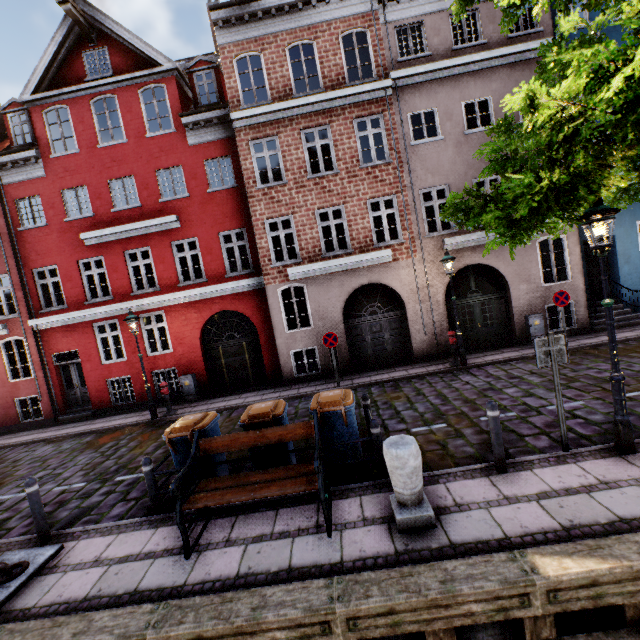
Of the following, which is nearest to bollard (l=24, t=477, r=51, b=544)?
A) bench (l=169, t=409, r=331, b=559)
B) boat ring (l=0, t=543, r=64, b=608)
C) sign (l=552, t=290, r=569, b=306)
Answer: boat ring (l=0, t=543, r=64, b=608)

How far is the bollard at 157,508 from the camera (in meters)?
5.51

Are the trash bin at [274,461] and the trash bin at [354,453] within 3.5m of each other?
yes

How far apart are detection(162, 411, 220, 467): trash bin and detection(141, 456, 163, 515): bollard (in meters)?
0.33

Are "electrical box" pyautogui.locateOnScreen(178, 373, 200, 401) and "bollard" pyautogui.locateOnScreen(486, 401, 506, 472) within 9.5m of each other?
no

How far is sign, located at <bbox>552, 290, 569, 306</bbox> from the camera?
10.7m

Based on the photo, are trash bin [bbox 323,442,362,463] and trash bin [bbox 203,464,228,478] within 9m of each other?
yes

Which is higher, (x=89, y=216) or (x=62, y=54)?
(x=62, y=54)
